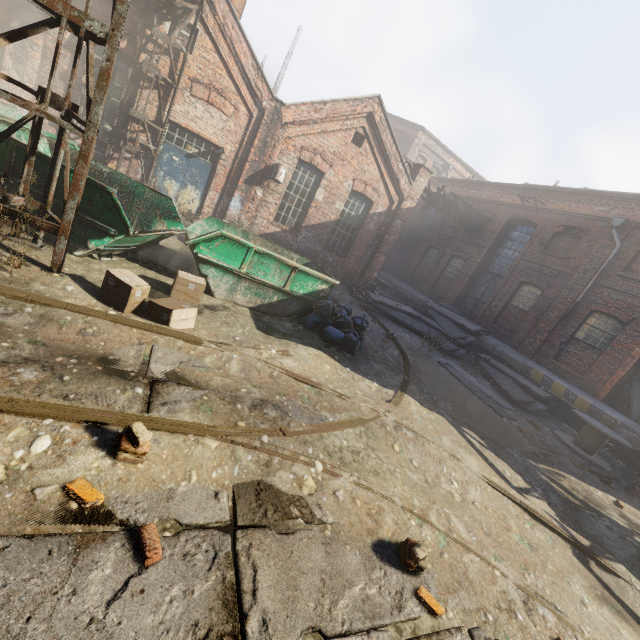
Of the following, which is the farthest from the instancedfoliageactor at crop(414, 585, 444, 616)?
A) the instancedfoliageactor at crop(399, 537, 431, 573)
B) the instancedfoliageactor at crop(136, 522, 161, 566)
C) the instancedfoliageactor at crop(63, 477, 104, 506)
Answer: the instancedfoliageactor at crop(63, 477, 104, 506)

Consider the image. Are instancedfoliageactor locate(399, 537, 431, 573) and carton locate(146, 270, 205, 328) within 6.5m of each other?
yes

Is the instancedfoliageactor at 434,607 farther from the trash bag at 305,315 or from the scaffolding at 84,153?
the scaffolding at 84,153

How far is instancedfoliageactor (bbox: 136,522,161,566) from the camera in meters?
2.1

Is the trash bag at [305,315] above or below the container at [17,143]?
below

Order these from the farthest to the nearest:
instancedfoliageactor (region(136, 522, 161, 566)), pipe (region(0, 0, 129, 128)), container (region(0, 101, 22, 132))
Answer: container (region(0, 101, 22, 132)), pipe (region(0, 0, 129, 128)), instancedfoliageactor (region(136, 522, 161, 566))

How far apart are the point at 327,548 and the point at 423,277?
20.6m

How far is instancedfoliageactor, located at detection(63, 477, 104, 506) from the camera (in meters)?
2.24
